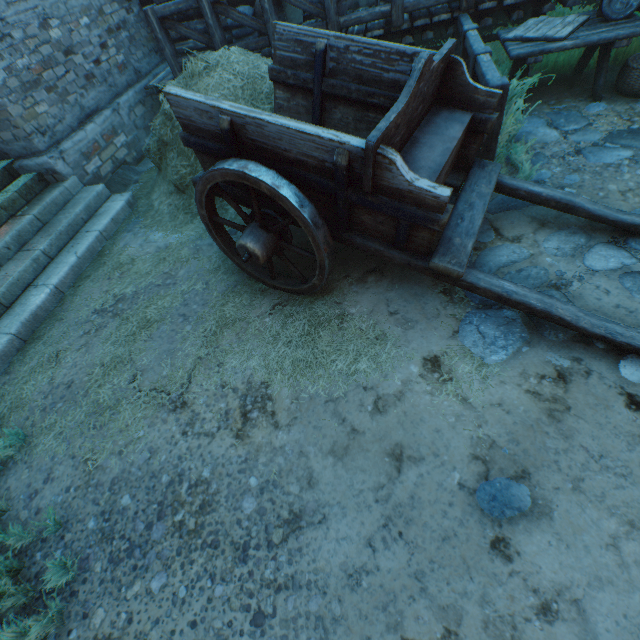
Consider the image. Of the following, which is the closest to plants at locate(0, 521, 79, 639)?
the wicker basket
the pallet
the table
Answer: the table

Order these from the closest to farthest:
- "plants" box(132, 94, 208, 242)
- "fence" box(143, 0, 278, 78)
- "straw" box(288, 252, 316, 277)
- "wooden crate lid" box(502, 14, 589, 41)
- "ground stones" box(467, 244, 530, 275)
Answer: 1. "ground stones" box(467, 244, 530, 275)
2. "straw" box(288, 252, 316, 277)
3. "wooden crate lid" box(502, 14, 589, 41)
4. "plants" box(132, 94, 208, 242)
5. "fence" box(143, 0, 278, 78)

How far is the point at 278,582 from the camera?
1.93m

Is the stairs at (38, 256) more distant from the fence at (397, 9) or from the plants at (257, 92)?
the fence at (397, 9)

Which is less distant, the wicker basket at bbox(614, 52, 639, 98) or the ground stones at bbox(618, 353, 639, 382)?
the ground stones at bbox(618, 353, 639, 382)

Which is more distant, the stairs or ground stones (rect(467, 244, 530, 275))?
the stairs

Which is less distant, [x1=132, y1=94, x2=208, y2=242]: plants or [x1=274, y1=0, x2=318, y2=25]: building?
[x1=132, y1=94, x2=208, y2=242]: plants

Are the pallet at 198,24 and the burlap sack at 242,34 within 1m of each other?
yes
